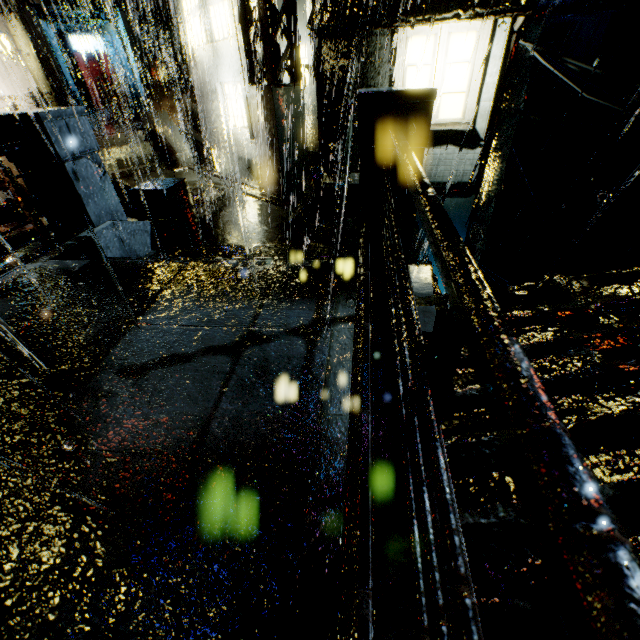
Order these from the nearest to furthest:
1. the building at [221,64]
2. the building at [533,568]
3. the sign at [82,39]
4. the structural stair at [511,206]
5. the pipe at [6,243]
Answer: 1. the building at [533,568]
2. the pipe at [6,243]
3. the building at [221,64]
4. the structural stair at [511,206]
5. the sign at [82,39]

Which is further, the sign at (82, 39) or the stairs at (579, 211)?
the sign at (82, 39)

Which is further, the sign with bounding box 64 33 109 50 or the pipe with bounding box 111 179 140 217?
the sign with bounding box 64 33 109 50

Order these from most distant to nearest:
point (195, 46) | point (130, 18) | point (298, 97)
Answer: point (130, 18)
point (195, 46)
point (298, 97)

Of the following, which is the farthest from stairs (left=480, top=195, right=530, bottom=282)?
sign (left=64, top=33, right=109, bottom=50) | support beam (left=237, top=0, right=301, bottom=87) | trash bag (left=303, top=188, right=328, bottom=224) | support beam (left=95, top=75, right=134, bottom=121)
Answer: sign (left=64, top=33, right=109, bottom=50)

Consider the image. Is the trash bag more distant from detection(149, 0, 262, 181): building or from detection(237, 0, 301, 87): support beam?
detection(237, 0, 301, 87): support beam

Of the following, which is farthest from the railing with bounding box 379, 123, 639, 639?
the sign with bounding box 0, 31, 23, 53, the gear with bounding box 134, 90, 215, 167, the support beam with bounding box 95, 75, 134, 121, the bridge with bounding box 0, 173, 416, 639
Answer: the sign with bounding box 0, 31, 23, 53

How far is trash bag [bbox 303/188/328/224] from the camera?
8.28m
